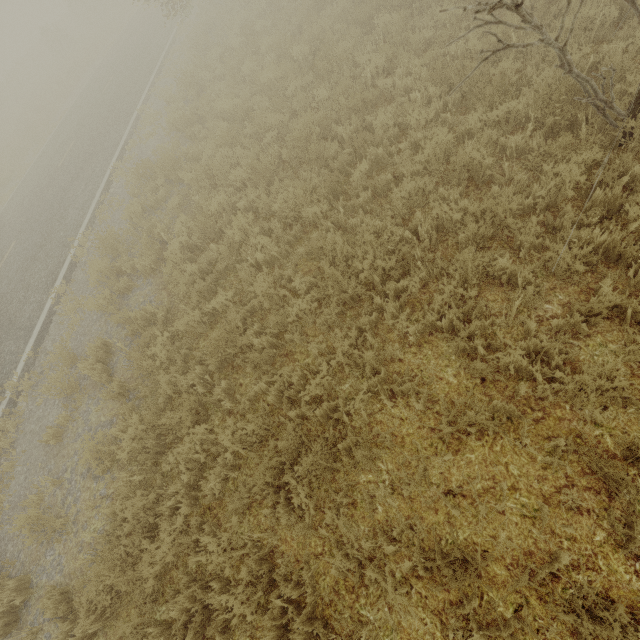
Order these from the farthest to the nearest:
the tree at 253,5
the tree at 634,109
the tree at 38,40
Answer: the tree at 38,40 → the tree at 253,5 → the tree at 634,109

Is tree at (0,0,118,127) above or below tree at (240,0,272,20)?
above

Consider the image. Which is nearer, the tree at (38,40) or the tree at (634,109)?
the tree at (634,109)

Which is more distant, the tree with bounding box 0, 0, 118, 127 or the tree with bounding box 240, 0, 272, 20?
the tree with bounding box 0, 0, 118, 127

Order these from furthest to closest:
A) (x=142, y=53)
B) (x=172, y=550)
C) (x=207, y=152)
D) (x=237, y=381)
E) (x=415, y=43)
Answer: (x=142, y=53)
(x=207, y=152)
(x=415, y=43)
(x=237, y=381)
(x=172, y=550)

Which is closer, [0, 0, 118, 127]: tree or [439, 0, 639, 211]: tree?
[439, 0, 639, 211]: tree

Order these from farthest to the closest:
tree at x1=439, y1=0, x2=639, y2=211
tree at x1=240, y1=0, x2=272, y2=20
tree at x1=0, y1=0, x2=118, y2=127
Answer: tree at x1=0, y1=0, x2=118, y2=127 < tree at x1=240, y1=0, x2=272, y2=20 < tree at x1=439, y1=0, x2=639, y2=211
